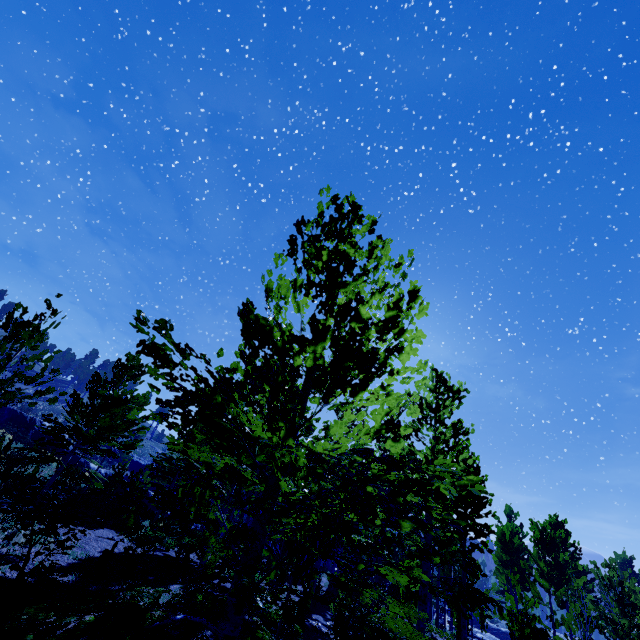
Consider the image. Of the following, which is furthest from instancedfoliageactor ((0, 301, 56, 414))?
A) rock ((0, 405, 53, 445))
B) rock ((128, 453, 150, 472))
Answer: rock ((128, 453, 150, 472))

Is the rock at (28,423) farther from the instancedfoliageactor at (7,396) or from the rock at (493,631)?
the rock at (493,631)

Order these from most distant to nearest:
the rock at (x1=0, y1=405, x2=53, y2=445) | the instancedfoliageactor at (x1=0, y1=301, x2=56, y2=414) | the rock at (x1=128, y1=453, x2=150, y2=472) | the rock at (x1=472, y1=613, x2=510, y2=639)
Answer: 1. the rock at (x1=128, y1=453, x2=150, y2=472)
2. the rock at (x1=472, y1=613, x2=510, y2=639)
3. the rock at (x1=0, y1=405, x2=53, y2=445)
4. the instancedfoliageactor at (x1=0, y1=301, x2=56, y2=414)

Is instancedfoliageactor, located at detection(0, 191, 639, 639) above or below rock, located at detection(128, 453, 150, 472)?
below

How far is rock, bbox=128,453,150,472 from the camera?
50.22m

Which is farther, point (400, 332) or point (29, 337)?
point (29, 337)

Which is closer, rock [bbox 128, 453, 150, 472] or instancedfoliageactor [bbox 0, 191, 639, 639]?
instancedfoliageactor [bbox 0, 191, 639, 639]
